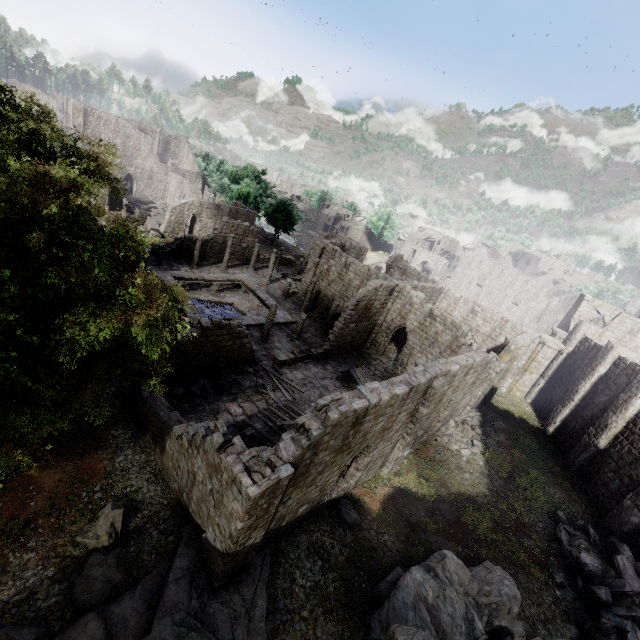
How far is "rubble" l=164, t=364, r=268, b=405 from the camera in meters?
17.2

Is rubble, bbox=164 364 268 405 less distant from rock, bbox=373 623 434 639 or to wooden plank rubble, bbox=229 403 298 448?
wooden plank rubble, bbox=229 403 298 448

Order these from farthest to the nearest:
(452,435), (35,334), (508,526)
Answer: (452,435) < (508,526) < (35,334)

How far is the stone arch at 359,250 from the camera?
54.1 meters

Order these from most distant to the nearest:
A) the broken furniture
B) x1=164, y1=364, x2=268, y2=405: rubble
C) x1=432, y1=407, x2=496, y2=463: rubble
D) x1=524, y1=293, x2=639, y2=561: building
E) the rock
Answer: the broken furniture → x1=432, y1=407, x2=496, y2=463: rubble → x1=524, y1=293, x2=639, y2=561: building → x1=164, y1=364, x2=268, y2=405: rubble → the rock

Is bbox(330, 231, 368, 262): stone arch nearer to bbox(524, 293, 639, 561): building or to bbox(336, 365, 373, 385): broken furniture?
bbox(524, 293, 639, 561): building

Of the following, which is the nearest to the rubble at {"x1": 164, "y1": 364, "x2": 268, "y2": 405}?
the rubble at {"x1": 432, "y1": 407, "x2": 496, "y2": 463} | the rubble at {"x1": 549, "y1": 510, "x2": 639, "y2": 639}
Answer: the rubble at {"x1": 432, "y1": 407, "x2": 496, "y2": 463}

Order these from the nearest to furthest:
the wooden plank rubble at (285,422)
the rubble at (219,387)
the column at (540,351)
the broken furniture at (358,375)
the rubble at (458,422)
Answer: the wooden plank rubble at (285,422), the rubble at (219,387), the rubble at (458,422), the broken furniture at (358,375), the column at (540,351)
